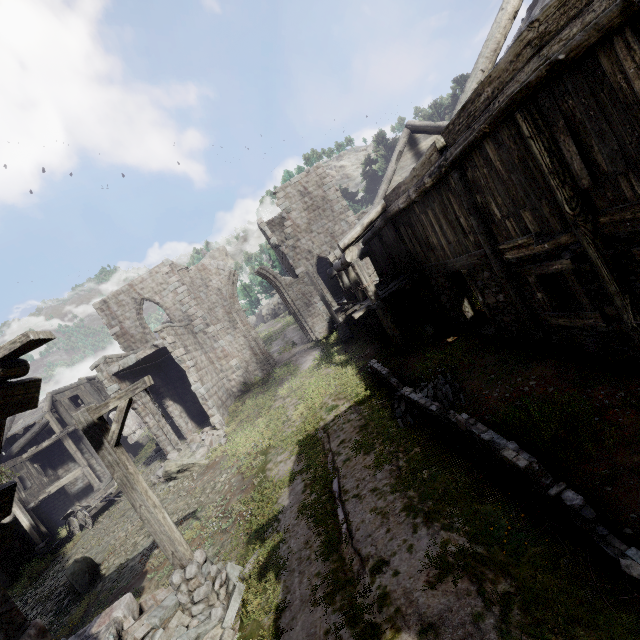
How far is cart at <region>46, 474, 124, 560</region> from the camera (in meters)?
16.67

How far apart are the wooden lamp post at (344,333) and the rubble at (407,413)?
8.72m

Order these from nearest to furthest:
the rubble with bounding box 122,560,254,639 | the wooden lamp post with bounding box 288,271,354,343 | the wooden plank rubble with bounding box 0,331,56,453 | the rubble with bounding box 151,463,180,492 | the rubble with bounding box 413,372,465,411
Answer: the wooden plank rubble with bounding box 0,331,56,453
the rubble with bounding box 122,560,254,639
the rubble with bounding box 413,372,465,411
the rubble with bounding box 151,463,180,492
the wooden lamp post with bounding box 288,271,354,343

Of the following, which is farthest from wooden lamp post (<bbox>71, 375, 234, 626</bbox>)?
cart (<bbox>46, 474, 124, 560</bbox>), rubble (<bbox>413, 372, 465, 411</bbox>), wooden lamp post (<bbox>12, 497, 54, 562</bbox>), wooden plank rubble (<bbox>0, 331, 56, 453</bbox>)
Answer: wooden lamp post (<bbox>12, 497, 54, 562</bbox>)

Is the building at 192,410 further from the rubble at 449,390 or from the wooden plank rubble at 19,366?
the rubble at 449,390

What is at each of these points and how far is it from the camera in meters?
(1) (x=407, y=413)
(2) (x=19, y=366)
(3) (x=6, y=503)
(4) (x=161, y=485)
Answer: (1) rubble, 8.6
(2) wooden plank rubble, 4.4
(3) wooden plank rubble, 4.5
(4) rubble, 15.1

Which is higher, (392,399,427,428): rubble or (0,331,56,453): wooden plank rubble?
(0,331,56,453): wooden plank rubble

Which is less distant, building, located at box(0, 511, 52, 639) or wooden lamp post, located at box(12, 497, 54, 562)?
building, located at box(0, 511, 52, 639)
